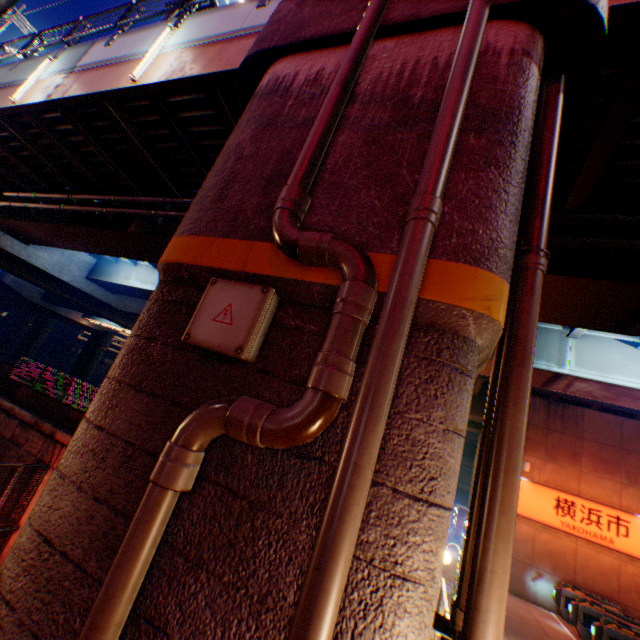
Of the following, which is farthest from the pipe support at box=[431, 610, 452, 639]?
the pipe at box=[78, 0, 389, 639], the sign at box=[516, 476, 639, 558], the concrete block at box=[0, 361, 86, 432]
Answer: the sign at box=[516, 476, 639, 558]

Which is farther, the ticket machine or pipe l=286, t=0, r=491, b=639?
the ticket machine

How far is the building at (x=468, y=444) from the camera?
36.9 meters

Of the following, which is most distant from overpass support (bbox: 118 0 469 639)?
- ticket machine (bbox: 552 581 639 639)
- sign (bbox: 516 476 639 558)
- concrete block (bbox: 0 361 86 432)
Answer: ticket machine (bbox: 552 581 639 639)

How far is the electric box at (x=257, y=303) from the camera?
2.3m

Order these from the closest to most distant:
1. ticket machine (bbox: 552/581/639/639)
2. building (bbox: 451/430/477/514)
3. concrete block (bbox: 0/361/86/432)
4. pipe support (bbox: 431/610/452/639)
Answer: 1. pipe support (bbox: 431/610/452/639)
2. ticket machine (bbox: 552/581/639/639)
3. concrete block (bbox: 0/361/86/432)
4. building (bbox: 451/430/477/514)

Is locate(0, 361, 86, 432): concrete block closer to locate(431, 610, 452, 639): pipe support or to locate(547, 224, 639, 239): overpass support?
locate(547, 224, 639, 239): overpass support

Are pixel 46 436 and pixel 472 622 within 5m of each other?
no
